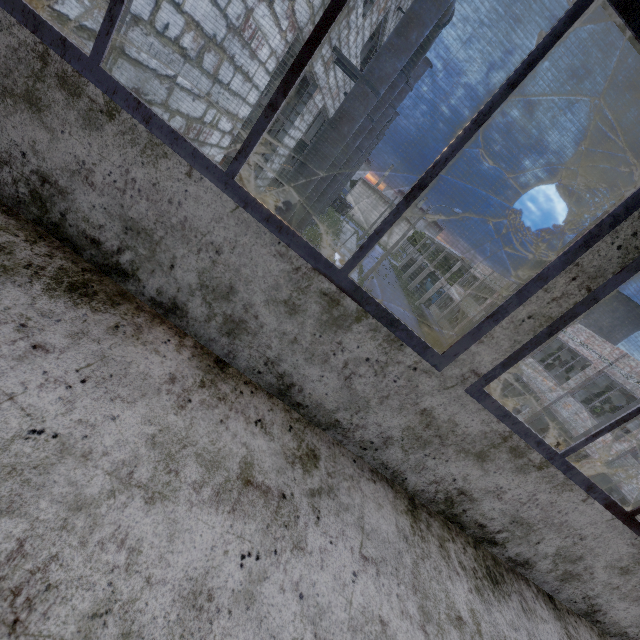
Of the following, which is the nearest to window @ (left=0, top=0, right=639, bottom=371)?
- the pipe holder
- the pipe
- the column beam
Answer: the pipe holder

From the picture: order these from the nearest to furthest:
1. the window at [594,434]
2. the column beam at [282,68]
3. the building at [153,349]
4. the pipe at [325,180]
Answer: the building at [153,349]
the window at [594,434]
the pipe at [325,180]
the column beam at [282,68]

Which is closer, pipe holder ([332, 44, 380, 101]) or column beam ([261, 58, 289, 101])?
pipe holder ([332, 44, 380, 101])

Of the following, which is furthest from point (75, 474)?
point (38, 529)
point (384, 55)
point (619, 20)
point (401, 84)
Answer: point (401, 84)

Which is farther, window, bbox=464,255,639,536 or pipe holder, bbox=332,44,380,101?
pipe holder, bbox=332,44,380,101

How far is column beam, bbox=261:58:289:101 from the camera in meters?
7.7

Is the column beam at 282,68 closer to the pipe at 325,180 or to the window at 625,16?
the pipe at 325,180

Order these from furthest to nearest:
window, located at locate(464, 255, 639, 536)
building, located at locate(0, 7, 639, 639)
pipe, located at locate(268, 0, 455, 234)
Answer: pipe, located at locate(268, 0, 455, 234), window, located at locate(464, 255, 639, 536), building, located at locate(0, 7, 639, 639)
